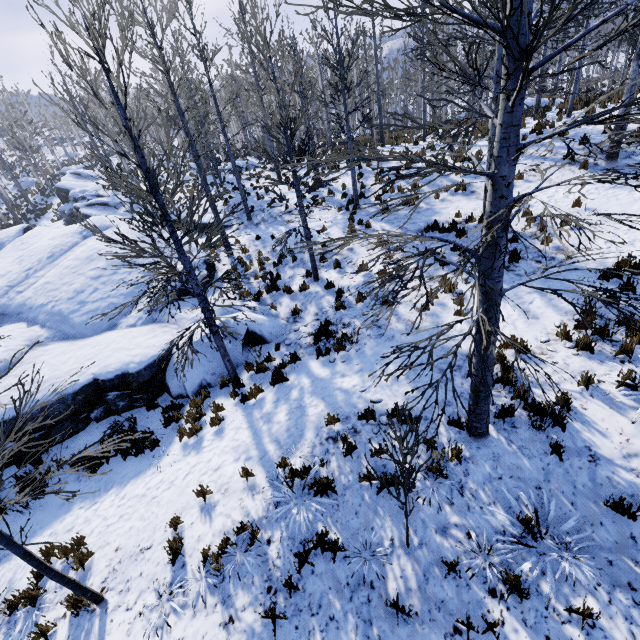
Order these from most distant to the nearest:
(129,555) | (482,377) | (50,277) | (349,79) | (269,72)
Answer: (349,79)
(269,72)
(50,277)
(129,555)
(482,377)

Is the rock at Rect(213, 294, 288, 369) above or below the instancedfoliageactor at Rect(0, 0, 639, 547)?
below

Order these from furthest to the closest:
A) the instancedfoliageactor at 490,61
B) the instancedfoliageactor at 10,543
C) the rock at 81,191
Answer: the rock at 81,191, the instancedfoliageactor at 10,543, the instancedfoliageactor at 490,61

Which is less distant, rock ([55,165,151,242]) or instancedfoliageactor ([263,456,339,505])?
instancedfoliageactor ([263,456,339,505])

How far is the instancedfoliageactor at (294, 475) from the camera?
5.29m

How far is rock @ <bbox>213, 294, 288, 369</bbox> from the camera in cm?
921

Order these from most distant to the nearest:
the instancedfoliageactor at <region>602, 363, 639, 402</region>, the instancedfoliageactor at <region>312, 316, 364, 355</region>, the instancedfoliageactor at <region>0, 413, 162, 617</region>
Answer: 1. the instancedfoliageactor at <region>312, 316, 364, 355</region>
2. the instancedfoliageactor at <region>602, 363, 639, 402</region>
3. the instancedfoliageactor at <region>0, 413, 162, 617</region>
